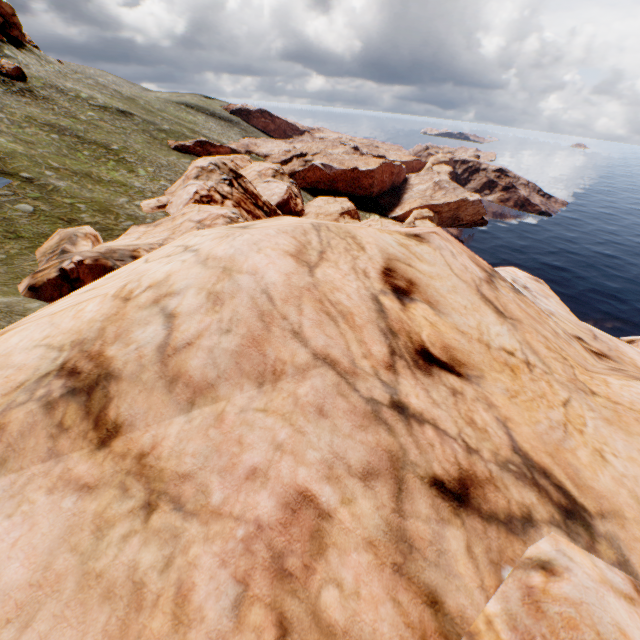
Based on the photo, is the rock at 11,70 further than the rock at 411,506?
Yes

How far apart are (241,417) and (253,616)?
1.6 meters

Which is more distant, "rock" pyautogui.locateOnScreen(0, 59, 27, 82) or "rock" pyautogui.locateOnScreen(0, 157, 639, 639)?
"rock" pyautogui.locateOnScreen(0, 59, 27, 82)
